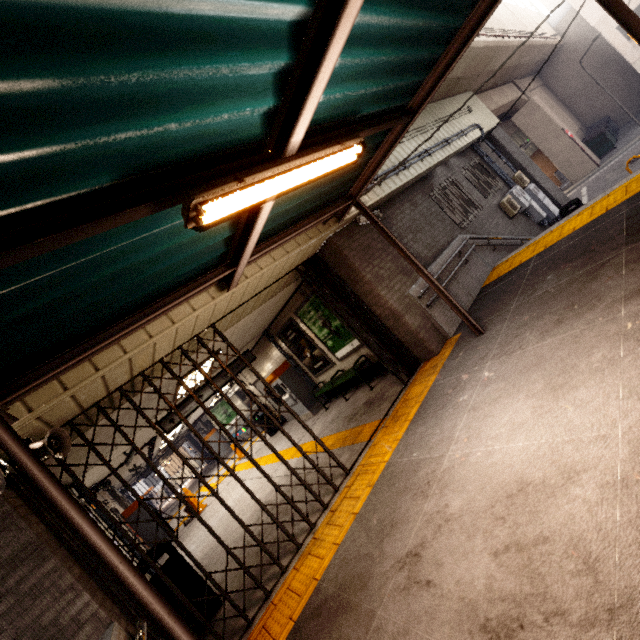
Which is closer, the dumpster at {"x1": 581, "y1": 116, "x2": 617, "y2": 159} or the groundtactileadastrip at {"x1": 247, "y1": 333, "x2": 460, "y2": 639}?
the groundtactileadastrip at {"x1": 247, "y1": 333, "x2": 460, "y2": 639}

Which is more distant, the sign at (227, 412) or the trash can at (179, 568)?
the sign at (227, 412)

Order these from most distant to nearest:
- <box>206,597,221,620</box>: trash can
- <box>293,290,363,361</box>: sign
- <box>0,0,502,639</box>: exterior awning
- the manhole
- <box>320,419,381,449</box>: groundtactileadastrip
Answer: the manhole
<box>293,290,363,361</box>: sign
<box>320,419,381,449</box>: groundtactileadastrip
<box>206,597,221,620</box>: trash can
<box>0,0,502,639</box>: exterior awning

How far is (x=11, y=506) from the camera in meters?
2.9

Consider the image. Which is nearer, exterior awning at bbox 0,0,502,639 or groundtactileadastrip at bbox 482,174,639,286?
exterior awning at bbox 0,0,502,639

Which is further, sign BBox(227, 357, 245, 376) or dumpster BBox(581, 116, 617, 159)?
dumpster BBox(581, 116, 617, 159)

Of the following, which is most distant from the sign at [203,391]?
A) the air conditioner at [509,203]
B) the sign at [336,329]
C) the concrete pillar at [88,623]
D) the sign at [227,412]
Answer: the sign at [227,412]

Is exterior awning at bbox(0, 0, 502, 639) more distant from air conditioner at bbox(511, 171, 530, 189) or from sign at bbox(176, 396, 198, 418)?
air conditioner at bbox(511, 171, 530, 189)
